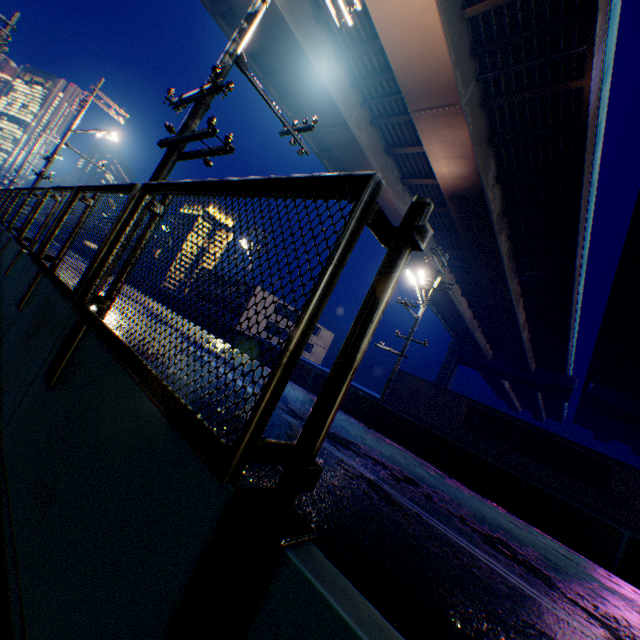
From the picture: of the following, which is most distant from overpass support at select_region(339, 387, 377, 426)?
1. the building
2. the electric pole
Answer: the building

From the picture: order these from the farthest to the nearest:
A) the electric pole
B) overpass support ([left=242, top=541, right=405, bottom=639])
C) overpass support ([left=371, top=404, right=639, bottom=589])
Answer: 1. overpass support ([left=371, top=404, right=639, bottom=589])
2. the electric pole
3. overpass support ([left=242, top=541, right=405, bottom=639])

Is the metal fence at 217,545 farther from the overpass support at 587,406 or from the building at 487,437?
the building at 487,437

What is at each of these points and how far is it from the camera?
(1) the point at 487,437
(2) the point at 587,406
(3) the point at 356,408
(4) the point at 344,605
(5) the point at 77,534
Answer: (1) building, 22.2 meters
(2) overpass support, 39.5 meters
(3) overpass support, 16.8 meters
(4) overpass support, 0.9 meters
(5) overpass support, 1.6 meters

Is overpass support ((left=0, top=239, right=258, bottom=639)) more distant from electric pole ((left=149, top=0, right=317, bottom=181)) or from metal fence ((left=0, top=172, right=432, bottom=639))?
electric pole ((left=149, top=0, right=317, bottom=181))

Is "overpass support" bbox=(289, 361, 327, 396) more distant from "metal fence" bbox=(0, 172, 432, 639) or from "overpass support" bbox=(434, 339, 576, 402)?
"overpass support" bbox=(434, 339, 576, 402)

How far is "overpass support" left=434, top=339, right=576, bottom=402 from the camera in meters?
41.1 m

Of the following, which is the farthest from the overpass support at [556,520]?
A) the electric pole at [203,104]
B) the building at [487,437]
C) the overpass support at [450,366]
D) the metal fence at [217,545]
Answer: the building at [487,437]
